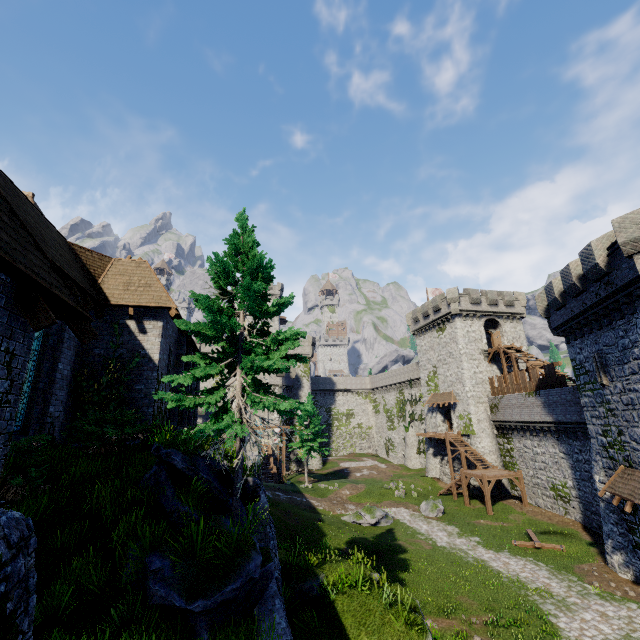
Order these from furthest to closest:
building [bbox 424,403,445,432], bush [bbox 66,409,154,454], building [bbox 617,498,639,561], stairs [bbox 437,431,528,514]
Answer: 1. building [bbox 424,403,445,432]
2. stairs [bbox 437,431,528,514]
3. building [bbox 617,498,639,561]
4. bush [bbox 66,409,154,454]

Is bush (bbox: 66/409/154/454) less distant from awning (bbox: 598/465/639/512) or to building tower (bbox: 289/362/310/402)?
awning (bbox: 598/465/639/512)

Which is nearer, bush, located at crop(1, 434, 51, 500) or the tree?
bush, located at crop(1, 434, 51, 500)

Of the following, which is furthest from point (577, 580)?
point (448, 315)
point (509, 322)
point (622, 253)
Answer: point (509, 322)

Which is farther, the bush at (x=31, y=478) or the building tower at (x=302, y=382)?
the building tower at (x=302, y=382)

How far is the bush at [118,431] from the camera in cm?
985

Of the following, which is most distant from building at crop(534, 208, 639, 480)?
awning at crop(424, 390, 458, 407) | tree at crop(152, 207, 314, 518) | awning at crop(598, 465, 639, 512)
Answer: awning at crop(424, 390, 458, 407)

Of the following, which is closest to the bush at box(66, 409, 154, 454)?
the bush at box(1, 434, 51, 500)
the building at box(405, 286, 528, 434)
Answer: the bush at box(1, 434, 51, 500)
